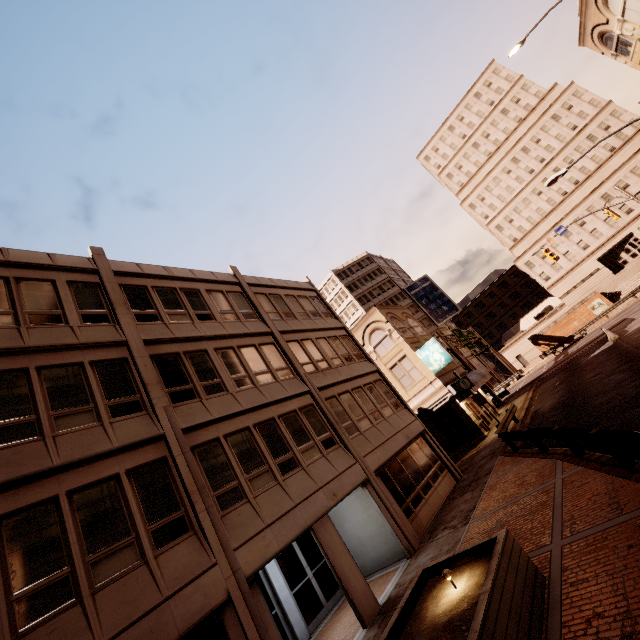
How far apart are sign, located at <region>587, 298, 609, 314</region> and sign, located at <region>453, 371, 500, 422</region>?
35.9 meters

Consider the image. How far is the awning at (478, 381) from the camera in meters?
25.2 m

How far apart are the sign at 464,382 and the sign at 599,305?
35.9m

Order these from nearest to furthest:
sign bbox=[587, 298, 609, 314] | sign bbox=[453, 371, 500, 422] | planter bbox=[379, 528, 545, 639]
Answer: planter bbox=[379, 528, 545, 639] → sign bbox=[453, 371, 500, 422] → sign bbox=[587, 298, 609, 314]

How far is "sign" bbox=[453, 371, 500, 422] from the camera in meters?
20.2

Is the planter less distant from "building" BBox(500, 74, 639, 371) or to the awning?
the awning

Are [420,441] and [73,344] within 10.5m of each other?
no

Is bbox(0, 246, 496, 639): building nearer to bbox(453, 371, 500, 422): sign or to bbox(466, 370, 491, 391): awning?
bbox(466, 370, 491, 391): awning
